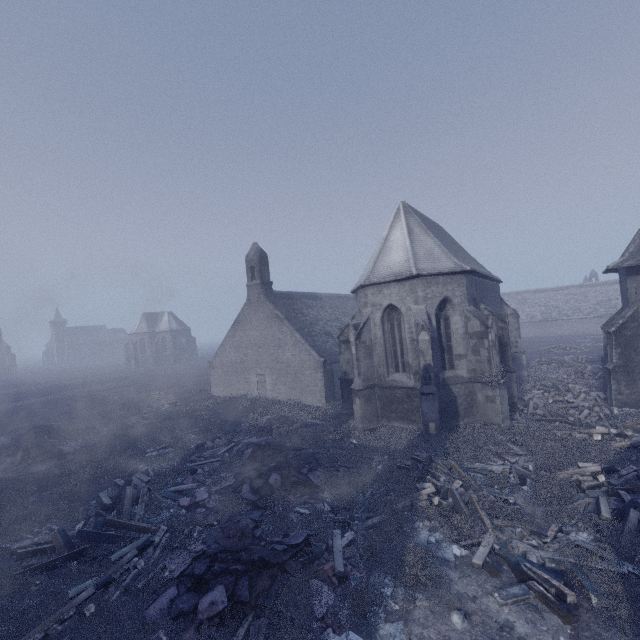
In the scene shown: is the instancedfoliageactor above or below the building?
below

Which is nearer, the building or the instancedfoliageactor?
the instancedfoliageactor

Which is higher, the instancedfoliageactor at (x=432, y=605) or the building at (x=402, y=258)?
the building at (x=402, y=258)

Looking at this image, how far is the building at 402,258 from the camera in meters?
15.1

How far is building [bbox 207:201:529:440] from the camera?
15.1m

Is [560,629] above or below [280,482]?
below
